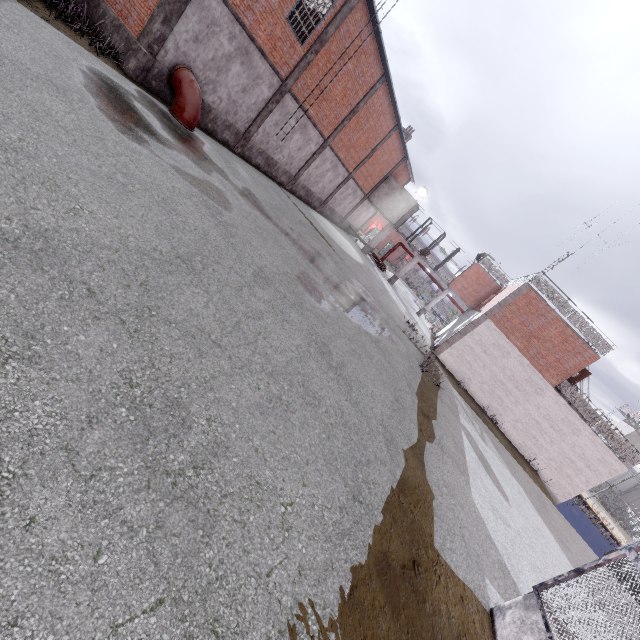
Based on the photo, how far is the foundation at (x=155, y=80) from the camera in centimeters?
1137cm

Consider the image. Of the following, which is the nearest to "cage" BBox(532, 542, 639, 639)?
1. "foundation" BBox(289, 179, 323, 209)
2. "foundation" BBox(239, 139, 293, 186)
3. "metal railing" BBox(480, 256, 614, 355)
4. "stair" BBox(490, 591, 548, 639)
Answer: "stair" BBox(490, 591, 548, 639)

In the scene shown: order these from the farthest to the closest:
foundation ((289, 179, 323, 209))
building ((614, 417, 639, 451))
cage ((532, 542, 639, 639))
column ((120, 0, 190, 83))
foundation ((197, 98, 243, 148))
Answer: building ((614, 417, 639, 451))
foundation ((289, 179, 323, 209))
foundation ((197, 98, 243, 148))
column ((120, 0, 190, 83))
cage ((532, 542, 639, 639))

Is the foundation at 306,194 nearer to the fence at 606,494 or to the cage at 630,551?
the cage at 630,551

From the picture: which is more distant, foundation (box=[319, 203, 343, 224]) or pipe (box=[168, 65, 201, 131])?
foundation (box=[319, 203, 343, 224])

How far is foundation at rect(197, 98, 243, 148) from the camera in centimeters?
1394cm

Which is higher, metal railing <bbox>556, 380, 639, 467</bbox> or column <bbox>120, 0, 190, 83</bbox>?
metal railing <bbox>556, 380, 639, 467</bbox>

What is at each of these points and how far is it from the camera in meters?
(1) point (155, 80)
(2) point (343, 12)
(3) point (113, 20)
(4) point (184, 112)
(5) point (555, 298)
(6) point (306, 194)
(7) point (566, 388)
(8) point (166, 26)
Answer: (1) foundation, 11.7
(2) column, 14.3
(3) foundation, 11.1
(4) pipe, 11.8
(5) metal railing, 19.7
(6) foundation, 24.7
(7) metal railing, 19.8
(8) column, 10.6
